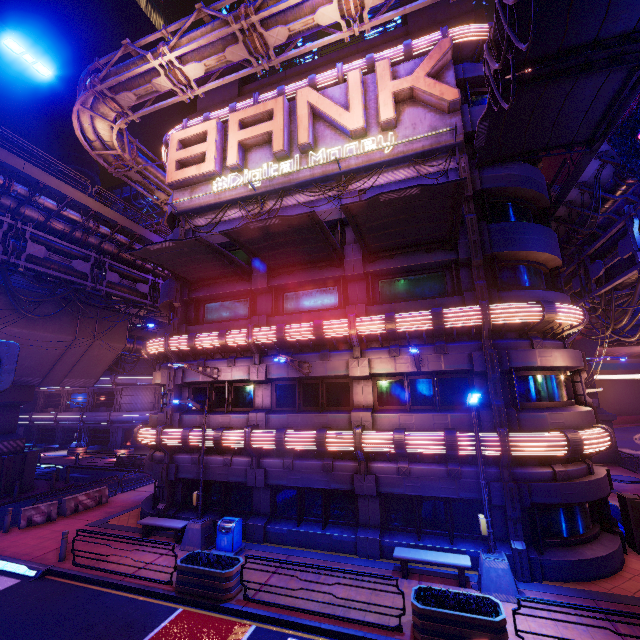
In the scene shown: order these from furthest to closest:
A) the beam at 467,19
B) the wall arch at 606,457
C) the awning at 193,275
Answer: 1. the wall arch at 606,457
2. the beam at 467,19
3. the awning at 193,275

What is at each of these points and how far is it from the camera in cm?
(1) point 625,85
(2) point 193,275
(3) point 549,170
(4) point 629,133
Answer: (1) awning, 1003
(2) awning, 1717
(3) building, 4353
(4) sign, 1052

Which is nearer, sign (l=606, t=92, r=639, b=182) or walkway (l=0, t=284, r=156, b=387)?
sign (l=606, t=92, r=639, b=182)

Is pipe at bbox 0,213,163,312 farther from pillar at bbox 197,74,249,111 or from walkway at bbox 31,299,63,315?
pillar at bbox 197,74,249,111

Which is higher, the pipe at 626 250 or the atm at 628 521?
the pipe at 626 250

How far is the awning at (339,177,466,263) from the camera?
10.6 meters

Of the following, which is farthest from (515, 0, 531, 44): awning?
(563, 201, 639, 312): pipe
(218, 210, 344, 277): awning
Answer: (218, 210, 344, 277): awning

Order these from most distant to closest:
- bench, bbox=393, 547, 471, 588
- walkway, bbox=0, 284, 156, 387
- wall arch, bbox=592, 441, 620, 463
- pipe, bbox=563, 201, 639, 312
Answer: wall arch, bbox=592, 441, 620, 463
walkway, bbox=0, 284, 156, 387
pipe, bbox=563, 201, 639, 312
bench, bbox=393, 547, 471, 588
